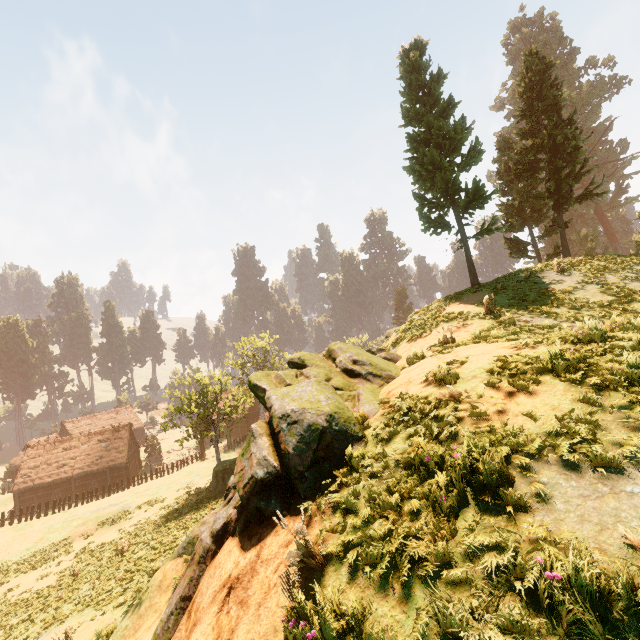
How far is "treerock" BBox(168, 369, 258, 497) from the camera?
25.48m

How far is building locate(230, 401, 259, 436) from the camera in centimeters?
5581cm

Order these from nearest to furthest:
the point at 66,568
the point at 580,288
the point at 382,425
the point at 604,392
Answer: the point at 604,392, the point at 382,425, the point at 580,288, the point at 66,568

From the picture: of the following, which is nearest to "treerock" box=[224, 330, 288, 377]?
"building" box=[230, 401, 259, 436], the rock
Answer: "building" box=[230, 401, 259, 436]

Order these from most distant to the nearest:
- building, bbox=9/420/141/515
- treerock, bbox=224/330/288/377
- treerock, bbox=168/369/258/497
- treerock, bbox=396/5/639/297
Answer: treerock, bbox=224/330/288/377, building, bbox=9/420/141/515, treerock, bbox=168/369/258/497, treerock, bbox=396/5/639/297

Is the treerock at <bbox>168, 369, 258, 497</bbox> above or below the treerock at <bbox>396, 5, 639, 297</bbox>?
below

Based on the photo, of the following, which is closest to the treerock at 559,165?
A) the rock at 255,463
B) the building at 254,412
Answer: the building at 254,412
